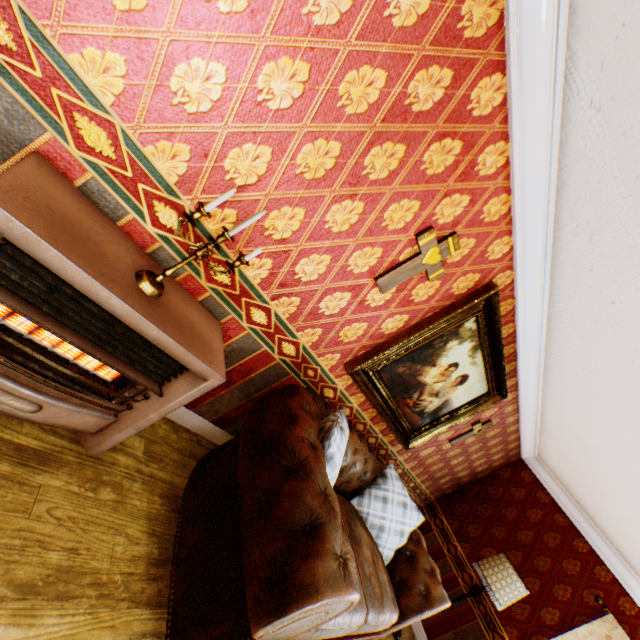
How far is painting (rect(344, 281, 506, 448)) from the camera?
2.7m

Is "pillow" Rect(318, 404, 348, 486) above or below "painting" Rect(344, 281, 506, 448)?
below

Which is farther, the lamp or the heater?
the lamp

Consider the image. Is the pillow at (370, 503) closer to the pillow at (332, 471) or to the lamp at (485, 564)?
the pillow at (332, 471)

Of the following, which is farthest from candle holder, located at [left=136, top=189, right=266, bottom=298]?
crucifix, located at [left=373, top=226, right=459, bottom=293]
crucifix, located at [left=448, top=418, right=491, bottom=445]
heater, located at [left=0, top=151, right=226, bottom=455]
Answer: crucifix, located at [left=448, top=418, right=491, bottom=445]

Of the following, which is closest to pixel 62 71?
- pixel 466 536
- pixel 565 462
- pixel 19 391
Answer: pixel 19 391

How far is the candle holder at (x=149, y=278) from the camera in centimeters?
140cm

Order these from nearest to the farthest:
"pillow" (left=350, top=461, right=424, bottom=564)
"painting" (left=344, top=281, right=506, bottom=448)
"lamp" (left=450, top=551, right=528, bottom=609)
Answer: "painting" (left=344, top=281, right=506, bottom=448)
"pillow" (left=350, top=461, right=424, bottom=564)
"lamp" (left=450, top=551, right=528, bottom=609)
